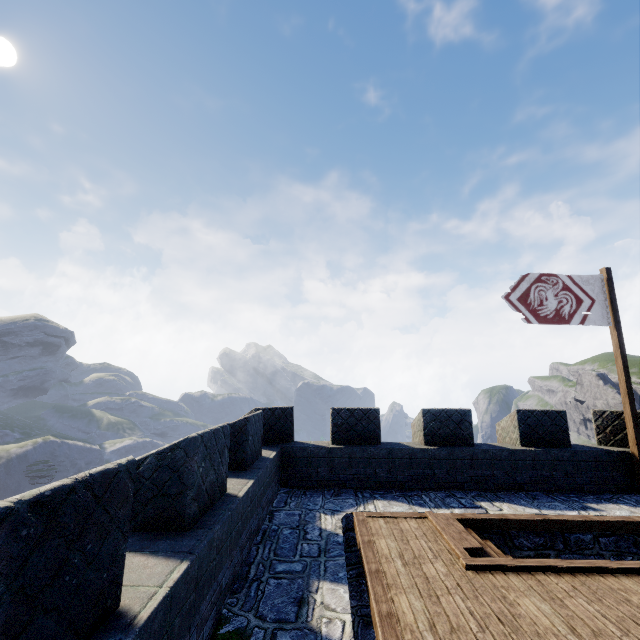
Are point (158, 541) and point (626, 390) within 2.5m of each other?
no

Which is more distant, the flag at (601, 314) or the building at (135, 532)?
the flag at (601, 314)

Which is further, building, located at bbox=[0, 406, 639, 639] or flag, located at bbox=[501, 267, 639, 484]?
flag, located at bbox=[501, 267, 639, 484]

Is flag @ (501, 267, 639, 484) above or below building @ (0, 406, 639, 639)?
above

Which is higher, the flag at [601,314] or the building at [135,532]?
the flag at [601,314]
